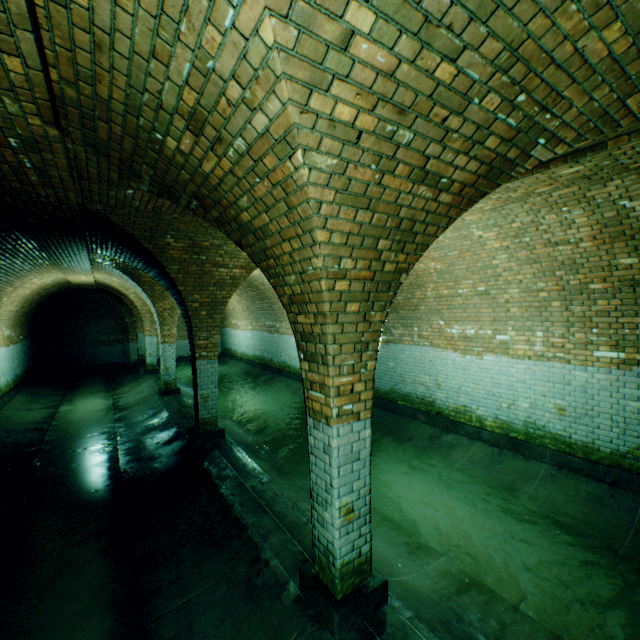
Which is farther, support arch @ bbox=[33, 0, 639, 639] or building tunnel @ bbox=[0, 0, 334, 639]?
building tunnel @ bbox=[0, 0, 334, 639]

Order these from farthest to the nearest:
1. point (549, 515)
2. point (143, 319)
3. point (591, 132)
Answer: point (143, 319) → point (549, 515) → point (591, 132)

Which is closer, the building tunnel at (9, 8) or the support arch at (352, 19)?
the support arch at (352, 19)
